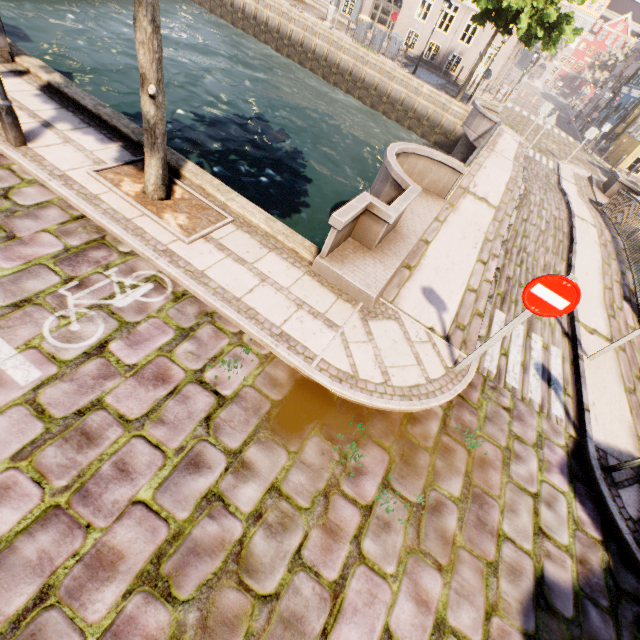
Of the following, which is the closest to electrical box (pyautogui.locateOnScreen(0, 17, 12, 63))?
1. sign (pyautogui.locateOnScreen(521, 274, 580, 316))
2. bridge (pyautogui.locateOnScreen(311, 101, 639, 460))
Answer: bridge (pyautogui.locateOnScreen(311, 101, 639, 460))

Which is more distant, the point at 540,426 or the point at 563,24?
the point at 563,24

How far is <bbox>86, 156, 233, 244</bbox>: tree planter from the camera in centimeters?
472cm

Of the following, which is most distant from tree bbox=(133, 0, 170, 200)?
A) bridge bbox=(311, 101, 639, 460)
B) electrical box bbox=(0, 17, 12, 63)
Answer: electrical box bbox=(0, 17, 12, 63)

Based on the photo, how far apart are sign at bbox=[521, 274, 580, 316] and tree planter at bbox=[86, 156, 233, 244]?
4.3 meters

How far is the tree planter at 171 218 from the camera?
4.72m

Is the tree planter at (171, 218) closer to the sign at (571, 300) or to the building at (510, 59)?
the sign at (571, 300)

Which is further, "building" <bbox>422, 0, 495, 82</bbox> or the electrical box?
"building" <bbox>422, 0, 495, 82</bbox>
